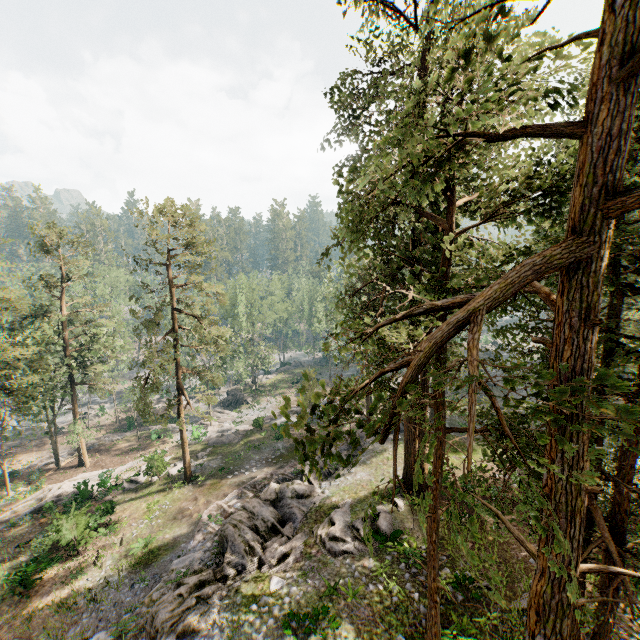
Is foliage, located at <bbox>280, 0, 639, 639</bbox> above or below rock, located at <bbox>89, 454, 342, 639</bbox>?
above

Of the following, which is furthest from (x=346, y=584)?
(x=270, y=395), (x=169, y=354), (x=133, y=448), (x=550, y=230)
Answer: (x=270, y=395)

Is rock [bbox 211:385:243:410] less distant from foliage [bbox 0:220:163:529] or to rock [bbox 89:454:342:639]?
foliage [bbox 0:220:163:529]

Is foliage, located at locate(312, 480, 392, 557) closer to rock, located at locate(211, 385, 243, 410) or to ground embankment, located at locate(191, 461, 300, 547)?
rock, located at locate(211, 385, 243, 410)

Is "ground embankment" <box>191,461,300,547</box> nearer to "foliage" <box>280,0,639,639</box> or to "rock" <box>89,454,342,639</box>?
"rock" <box>89,454,342,639</box>

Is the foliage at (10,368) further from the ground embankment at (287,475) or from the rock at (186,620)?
the ground embankment at (287,475)

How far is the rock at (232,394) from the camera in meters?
51.3

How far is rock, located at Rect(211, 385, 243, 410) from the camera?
51.3 meters
